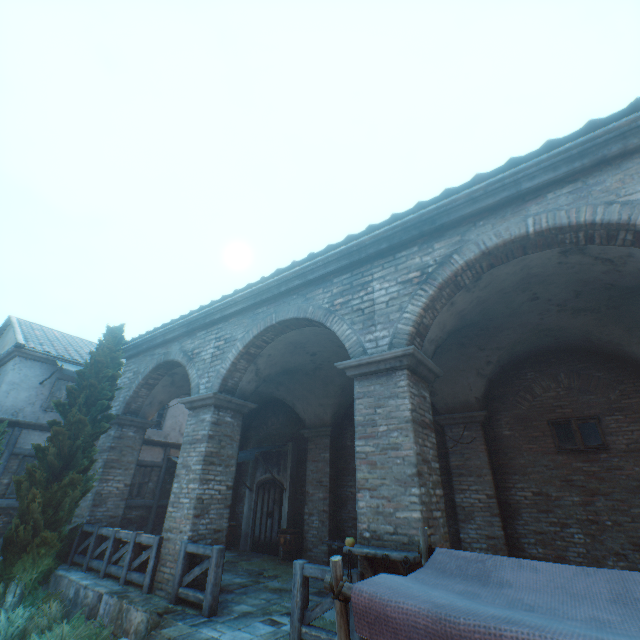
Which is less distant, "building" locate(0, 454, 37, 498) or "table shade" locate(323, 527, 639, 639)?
"table shade" locate(323, 527, 639, 639)

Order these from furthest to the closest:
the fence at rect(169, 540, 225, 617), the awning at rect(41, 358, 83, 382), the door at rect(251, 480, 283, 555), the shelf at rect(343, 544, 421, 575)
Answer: the awning at rect(41, 358, 83, 382) → the door at rect(251, 480, 283, 555) → the fence at rect(169, 540, 225, 617) → the shelf at rect(343, 544, 421, 575)

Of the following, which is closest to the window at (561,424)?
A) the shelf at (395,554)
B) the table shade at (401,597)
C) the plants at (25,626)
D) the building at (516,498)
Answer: the shelf at (395,554)

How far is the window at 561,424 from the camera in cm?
754

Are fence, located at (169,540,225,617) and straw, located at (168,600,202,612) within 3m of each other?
yes

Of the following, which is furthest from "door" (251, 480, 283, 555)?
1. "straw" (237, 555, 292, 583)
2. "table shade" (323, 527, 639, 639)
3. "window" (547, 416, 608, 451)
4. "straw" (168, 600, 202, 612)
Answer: "table shade" (323, 527, 639, 639)

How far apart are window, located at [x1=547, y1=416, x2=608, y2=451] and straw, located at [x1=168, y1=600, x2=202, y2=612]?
8.18m

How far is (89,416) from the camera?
9.15m
